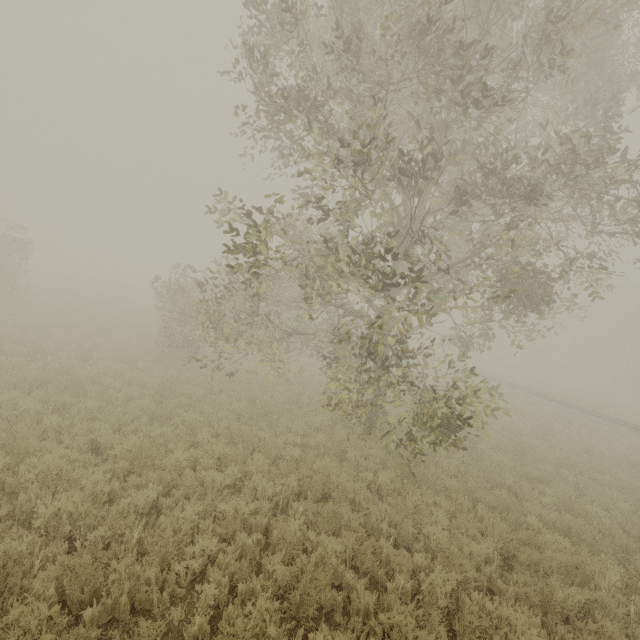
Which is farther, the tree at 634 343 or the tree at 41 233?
the tree at 41 233

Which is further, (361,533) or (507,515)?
(507,515)

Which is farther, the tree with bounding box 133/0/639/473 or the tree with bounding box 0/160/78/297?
the tree with bounding box 0/160/78/297
